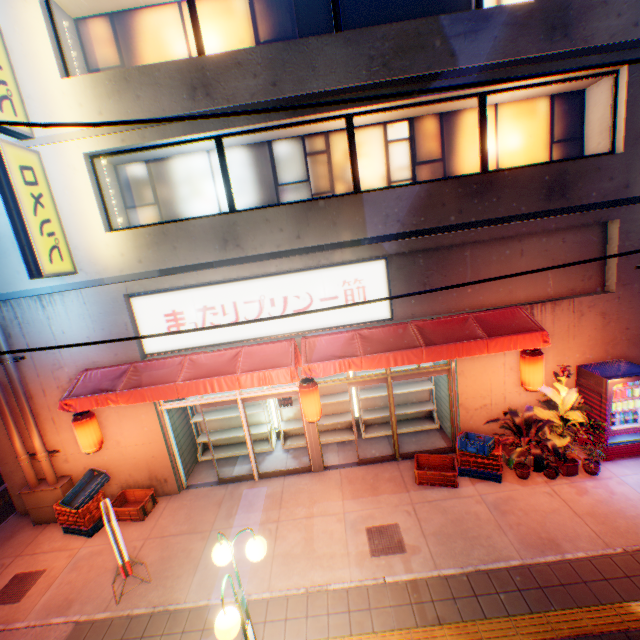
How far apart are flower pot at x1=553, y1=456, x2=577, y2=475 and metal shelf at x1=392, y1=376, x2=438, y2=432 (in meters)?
2.98

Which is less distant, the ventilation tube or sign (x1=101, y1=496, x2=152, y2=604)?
sign (x1=101, y1=496, x2=152, y2=604)

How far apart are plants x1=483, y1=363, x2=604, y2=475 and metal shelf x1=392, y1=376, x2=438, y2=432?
1.95m

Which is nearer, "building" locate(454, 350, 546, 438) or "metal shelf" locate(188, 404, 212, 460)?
"building" locate(454, 350, 546, 438)

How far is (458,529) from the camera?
6.3 meters

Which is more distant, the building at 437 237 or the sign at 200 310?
the sign at 200 310

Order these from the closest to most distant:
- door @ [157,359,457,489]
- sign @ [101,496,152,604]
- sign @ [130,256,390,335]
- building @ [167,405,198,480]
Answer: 1. sign @ [101,496,152,604]
2. sign @ [130,256,390,335]
3. door @ [157,359,457,489]
4. building @ [167,405,198,480]

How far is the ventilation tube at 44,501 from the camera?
8.0 meters
